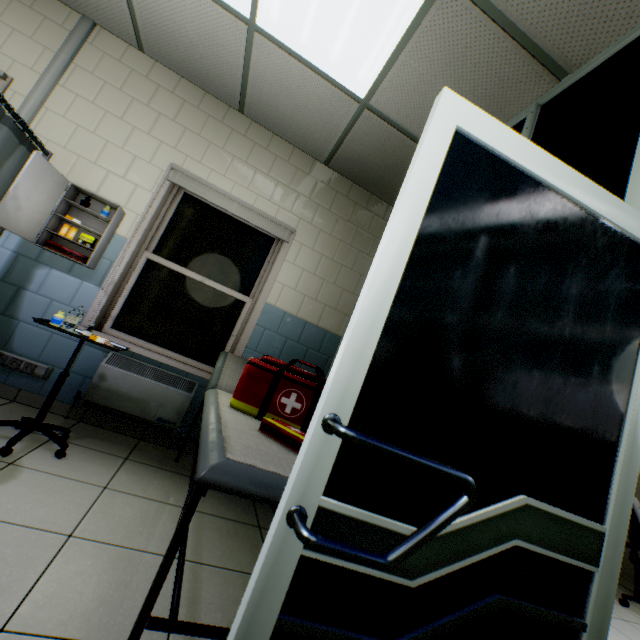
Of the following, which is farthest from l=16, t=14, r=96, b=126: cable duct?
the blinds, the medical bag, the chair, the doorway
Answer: the chair

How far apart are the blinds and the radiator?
0.89m

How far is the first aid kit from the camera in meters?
2.6 m

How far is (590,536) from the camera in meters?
0.9

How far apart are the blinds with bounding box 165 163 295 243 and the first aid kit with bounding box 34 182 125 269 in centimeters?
16cm

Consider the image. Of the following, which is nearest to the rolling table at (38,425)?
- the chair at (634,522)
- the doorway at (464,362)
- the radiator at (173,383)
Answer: the radiator at (173,383)

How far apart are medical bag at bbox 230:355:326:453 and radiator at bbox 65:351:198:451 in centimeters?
108cm

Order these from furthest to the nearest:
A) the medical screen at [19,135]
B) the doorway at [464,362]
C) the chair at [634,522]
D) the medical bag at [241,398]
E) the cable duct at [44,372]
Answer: the chair at [634,522]
the cable duct at [44,372]
the medical screen at [19,135]
the medical bag at [241,398]
the doorway at [464,362]
